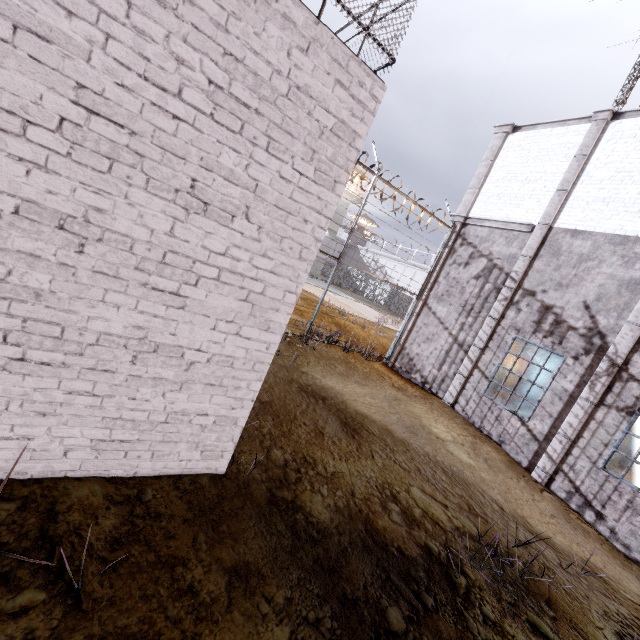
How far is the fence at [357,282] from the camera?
9.7 meters

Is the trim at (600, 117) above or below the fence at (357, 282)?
above

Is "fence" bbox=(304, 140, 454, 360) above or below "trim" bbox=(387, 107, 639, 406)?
below

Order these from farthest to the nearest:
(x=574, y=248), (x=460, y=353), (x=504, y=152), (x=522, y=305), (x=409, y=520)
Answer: (x=504, y=152) → (x=460, y=353) → (x=522, y=305) → (x=574, y=248) → (x=409, y=520)

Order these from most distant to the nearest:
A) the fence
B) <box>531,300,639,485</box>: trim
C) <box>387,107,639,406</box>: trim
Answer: the fence
<box>387,107,639,406</box>: trim
<box>531,300,639,485</box>: trim

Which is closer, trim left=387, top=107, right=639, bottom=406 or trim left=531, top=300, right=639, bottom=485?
trim left=531, top=300, right=639, bottom=485

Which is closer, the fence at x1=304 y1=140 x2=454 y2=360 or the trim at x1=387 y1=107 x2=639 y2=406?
the trim at x1=387 y1=107 x2=639 y2=406
